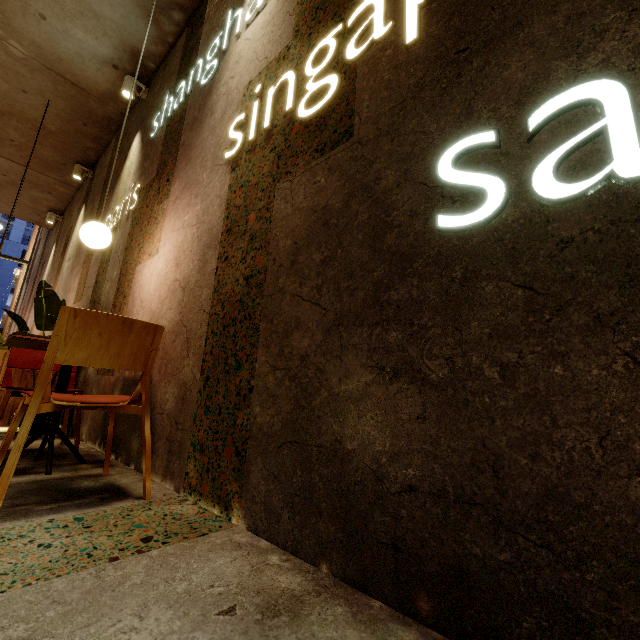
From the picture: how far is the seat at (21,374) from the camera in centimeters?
333cm

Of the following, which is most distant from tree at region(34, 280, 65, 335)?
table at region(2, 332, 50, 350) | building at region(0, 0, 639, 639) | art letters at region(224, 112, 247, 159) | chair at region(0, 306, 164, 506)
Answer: art letters at region(224, 112, 247, 159)

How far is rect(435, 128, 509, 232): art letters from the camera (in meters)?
0.88

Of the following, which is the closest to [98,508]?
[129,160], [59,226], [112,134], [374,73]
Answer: [374,73]

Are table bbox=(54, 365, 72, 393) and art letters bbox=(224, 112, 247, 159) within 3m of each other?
yes

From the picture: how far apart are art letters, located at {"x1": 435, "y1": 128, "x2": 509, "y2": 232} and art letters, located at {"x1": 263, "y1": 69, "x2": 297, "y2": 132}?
0.56m

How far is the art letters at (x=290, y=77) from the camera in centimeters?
173cm

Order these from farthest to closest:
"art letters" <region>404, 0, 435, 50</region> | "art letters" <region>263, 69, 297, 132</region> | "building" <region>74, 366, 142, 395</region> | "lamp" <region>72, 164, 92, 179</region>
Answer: "lamp" <region>72, 164, 92, 179</region> < "building" <region>74, 366, 142, 395</region> < "art letters" <region>263, 69, 297, 132</region> < "art letters" <region>404, 0, 435, 50</region>
